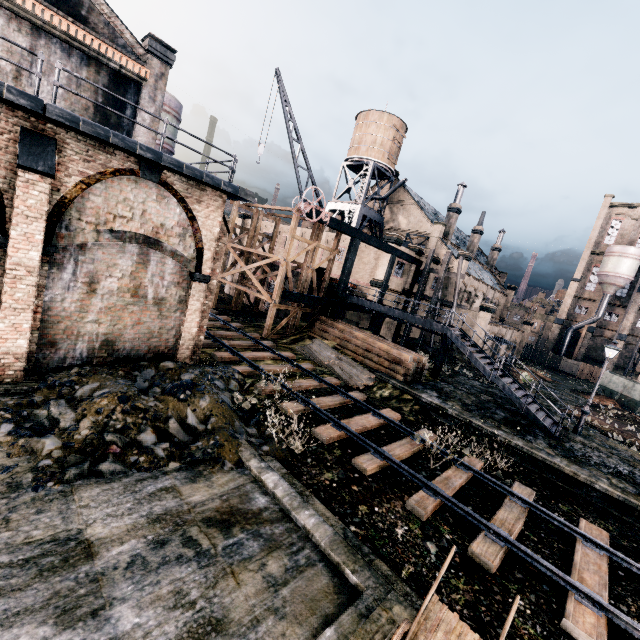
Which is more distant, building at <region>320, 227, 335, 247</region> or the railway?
building at <region>320, 227, 335, 247</region>

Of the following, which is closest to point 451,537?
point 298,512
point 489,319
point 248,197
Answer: point 298,512

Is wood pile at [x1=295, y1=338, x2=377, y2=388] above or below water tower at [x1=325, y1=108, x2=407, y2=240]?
below

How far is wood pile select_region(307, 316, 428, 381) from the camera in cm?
2036

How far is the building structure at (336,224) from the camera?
23.8m

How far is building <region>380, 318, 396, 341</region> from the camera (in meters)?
34.84

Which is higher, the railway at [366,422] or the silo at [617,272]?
the silo at [617,272]

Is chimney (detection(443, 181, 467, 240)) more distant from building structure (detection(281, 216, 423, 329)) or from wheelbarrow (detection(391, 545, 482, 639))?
wheelbarrow (detection(391, 545, 482, 639))
